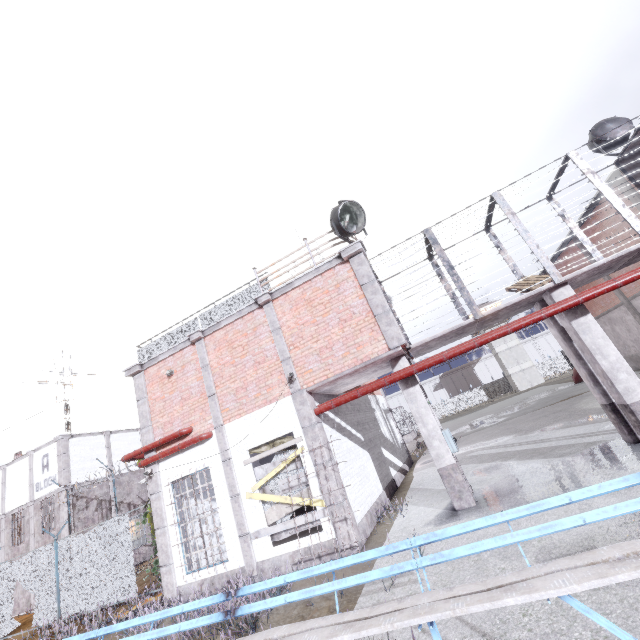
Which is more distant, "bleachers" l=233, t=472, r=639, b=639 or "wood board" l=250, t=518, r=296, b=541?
"wood board" l=250, t=518, r=296, b=541

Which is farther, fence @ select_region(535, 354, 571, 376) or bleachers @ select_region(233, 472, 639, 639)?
fence @ select_region(535, 354, 571, 376)

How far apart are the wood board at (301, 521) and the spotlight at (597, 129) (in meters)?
12.69

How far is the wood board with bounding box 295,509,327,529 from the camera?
8.1 meters

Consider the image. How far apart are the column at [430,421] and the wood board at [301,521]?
3.0 meters

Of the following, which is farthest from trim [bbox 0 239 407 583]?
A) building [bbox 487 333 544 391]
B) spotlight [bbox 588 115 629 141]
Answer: building [bbox 487 333 544 391]

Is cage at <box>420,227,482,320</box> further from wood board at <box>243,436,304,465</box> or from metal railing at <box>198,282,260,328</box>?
wood board at <box>243,436,304,465</box>

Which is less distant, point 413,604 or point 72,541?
point 413,604
